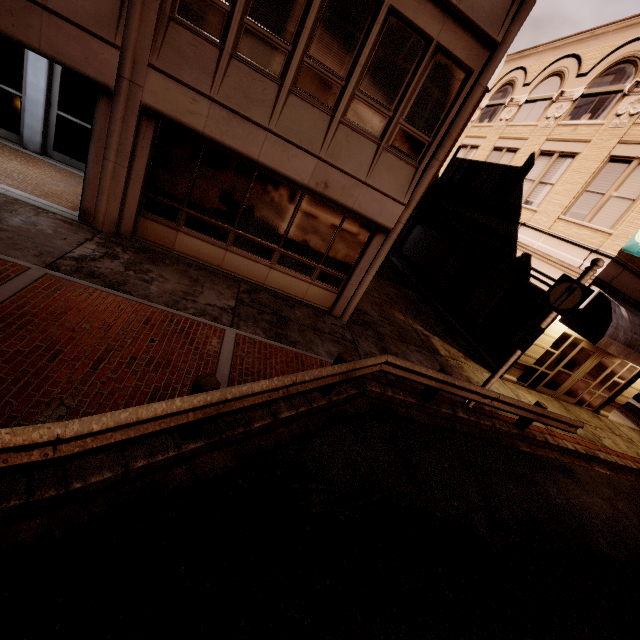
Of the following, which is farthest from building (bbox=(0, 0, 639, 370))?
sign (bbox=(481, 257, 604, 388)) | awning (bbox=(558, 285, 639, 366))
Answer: sign (bbox=(481, 257, 604, 388))

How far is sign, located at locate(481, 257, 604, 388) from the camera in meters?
7.4

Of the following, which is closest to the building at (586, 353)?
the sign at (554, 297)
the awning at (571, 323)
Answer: the awning at (571, 323)

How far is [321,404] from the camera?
6.29m

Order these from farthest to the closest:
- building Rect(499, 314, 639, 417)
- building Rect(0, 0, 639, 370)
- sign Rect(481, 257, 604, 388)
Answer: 1. building Rect(499, 314, 639, 417)
2. sign Rect(481, 257, 604, 388)
3. building Rect(0, 0, 639, 370)

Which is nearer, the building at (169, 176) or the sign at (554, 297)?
the building at (169, 176)

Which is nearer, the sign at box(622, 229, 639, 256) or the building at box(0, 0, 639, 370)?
the building at box(0, 0, 639, 370)

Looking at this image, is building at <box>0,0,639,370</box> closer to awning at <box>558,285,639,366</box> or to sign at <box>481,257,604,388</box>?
awning at <box>558,285,639,366</box>
